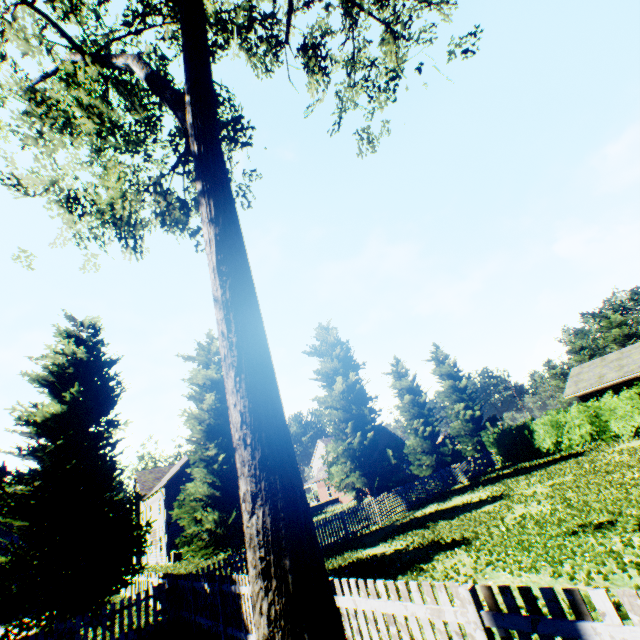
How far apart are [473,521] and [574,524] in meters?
4.1

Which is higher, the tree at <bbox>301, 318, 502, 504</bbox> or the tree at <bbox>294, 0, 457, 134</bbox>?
the tree at <bbox>294, 0, 457, 134</bbox>

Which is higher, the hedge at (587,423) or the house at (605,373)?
the house at (605,373)

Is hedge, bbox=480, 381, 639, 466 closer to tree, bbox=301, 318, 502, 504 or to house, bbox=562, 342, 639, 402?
house, bbox=562, 342, 639, 402

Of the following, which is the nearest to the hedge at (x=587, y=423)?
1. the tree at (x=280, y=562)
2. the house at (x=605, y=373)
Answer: the house at (x=605, y=373)

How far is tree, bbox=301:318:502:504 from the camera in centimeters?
2062cm

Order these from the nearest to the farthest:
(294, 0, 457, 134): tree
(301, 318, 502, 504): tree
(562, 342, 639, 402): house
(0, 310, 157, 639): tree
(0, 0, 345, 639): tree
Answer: (0, 0, 345, 639): tree → (294, 0, 457, 134): tree → (0, 310, 157, 639): tree → (301, 318, 502, 504): tree → (562, 342, 639, 402): house
